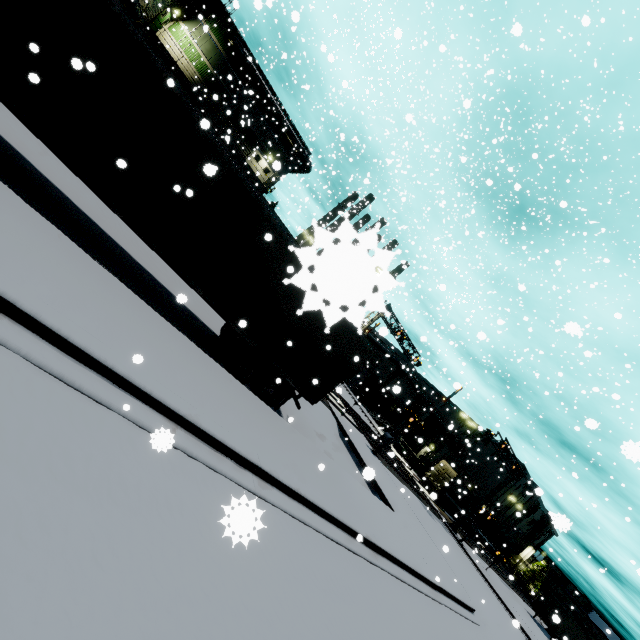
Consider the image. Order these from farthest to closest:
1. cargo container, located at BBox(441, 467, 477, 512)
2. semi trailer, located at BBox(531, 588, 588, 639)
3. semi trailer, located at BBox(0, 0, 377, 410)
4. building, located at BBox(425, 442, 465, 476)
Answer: building, located at BBox(425, 442, 465, 476) < cargo container, located at BBox(441, 467, 477, 512) < semi trailer, located at BBox(531, 588, 588, 639) < semi trailer, located at BBox(0, 0, 377, 410)

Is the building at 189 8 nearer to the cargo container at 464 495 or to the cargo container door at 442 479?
the cargo container at 464 495

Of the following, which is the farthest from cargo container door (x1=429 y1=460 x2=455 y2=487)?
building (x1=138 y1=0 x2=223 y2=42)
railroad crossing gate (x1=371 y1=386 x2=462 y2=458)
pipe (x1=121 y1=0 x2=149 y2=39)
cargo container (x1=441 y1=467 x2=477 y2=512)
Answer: pipe (x1=121 y1=0 x2=149 y2=39)

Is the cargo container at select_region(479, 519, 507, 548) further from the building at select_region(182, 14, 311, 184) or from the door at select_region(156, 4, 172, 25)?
the door at select_region(156, 4, 172, 25)

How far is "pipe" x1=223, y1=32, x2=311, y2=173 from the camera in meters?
30.2 m

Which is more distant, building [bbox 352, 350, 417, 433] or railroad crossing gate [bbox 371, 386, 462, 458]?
building [bbox 352, 350, 417, 433]

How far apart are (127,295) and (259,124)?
35.2 meters

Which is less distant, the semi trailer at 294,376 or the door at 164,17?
the semi trailer at 294,376
